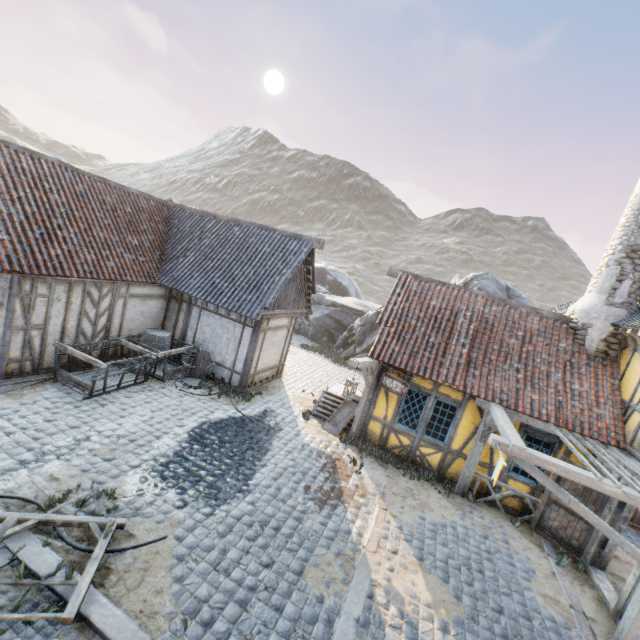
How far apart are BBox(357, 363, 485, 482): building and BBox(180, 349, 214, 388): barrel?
5.2 meters

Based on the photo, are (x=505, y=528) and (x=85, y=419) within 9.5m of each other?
no

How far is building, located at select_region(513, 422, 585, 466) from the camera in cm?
848

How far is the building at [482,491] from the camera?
9.20m

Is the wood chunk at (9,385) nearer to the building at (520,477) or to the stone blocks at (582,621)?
the stone blocks at (582,621)

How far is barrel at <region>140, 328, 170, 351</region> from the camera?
11.3 meters

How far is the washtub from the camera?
10.7 meters

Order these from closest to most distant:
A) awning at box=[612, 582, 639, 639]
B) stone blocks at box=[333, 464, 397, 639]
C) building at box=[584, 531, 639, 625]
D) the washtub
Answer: stone blocks at box=[333, 464, 397, 639] → awning at box=[612, 582, 639, 639] → building at box=[584, 531, 639, 625] → the washtub
